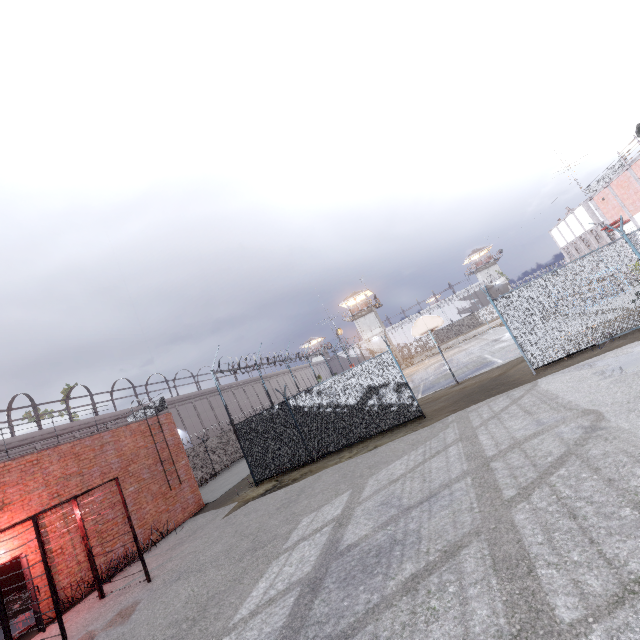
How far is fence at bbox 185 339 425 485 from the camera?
12.5 meters

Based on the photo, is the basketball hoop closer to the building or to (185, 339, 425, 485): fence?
(185, 339, 425, 485): fence

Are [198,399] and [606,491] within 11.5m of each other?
no

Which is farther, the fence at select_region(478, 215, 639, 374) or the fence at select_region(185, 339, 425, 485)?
the fence at select_region(185, 339, 425, 485)

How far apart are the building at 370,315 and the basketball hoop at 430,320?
39.6 meters

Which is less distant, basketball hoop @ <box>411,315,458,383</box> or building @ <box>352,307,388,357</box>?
basketball hoop @ <box>411,315,458,383</box>

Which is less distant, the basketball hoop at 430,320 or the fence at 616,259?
the fence at 616,259

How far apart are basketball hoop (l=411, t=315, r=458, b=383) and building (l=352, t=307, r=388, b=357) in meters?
39.6 m
